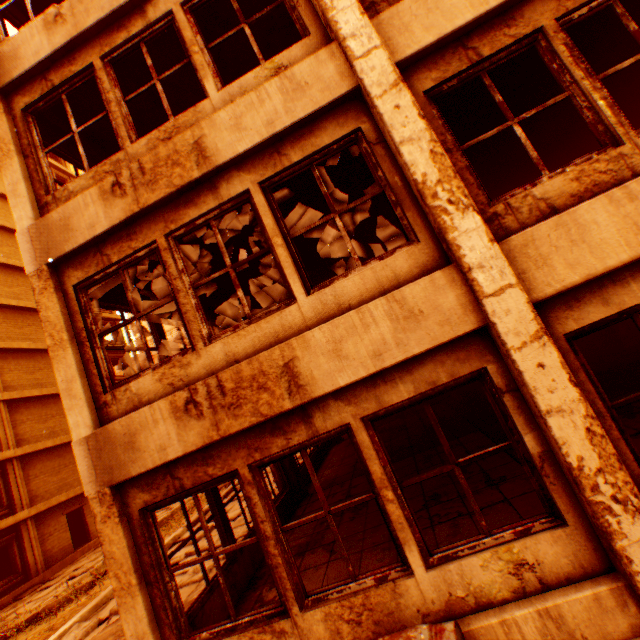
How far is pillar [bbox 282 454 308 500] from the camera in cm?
816

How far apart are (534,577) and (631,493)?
1.1 meters

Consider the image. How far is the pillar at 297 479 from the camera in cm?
816

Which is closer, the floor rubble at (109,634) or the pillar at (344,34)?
the pillar at (344,34)

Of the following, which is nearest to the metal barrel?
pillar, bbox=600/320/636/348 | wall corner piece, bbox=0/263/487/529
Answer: wall corner piece, bbox=0/263/487/529

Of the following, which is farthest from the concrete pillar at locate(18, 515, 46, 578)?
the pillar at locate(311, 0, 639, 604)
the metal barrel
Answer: the metal barrel

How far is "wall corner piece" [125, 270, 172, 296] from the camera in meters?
5.7

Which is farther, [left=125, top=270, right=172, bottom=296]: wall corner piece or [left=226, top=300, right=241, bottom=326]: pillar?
[left=226, top=300, right=241, bottom=326]: pillar
